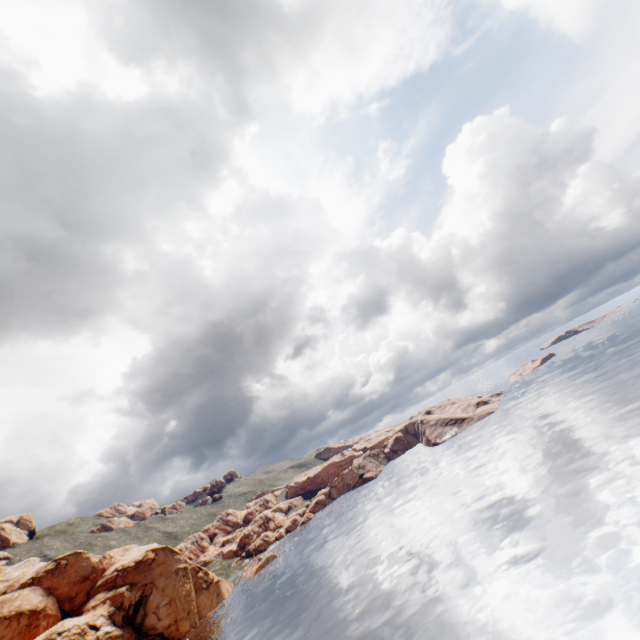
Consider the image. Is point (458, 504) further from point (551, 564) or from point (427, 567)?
point (551, 564)
